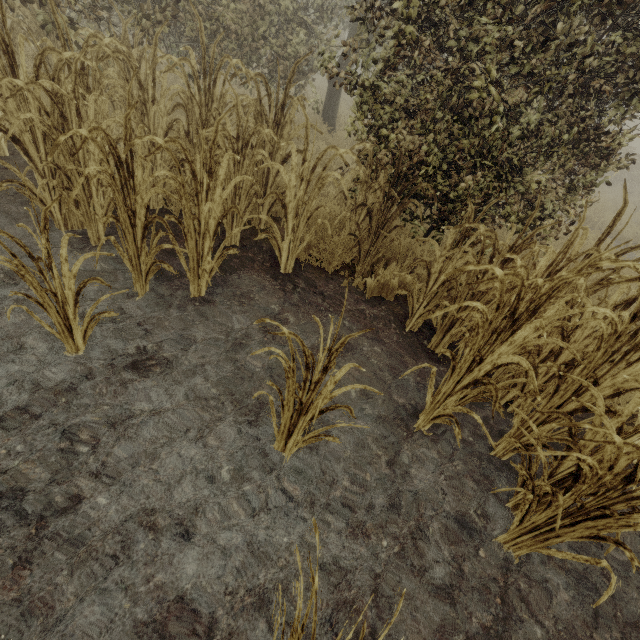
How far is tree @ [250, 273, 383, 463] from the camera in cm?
156

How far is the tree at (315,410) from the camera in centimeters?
156cm

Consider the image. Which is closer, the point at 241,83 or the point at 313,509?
the point at 313,509
